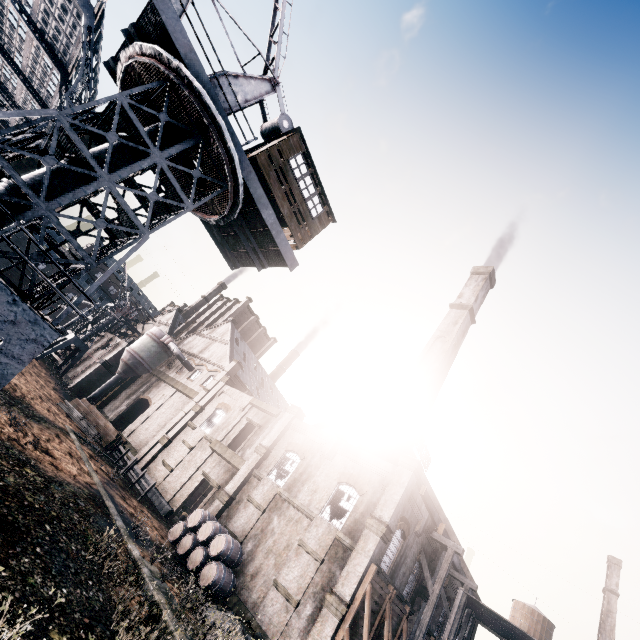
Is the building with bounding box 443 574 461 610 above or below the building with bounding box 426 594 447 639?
above

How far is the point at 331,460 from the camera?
25.1m

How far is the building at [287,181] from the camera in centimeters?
1434cm

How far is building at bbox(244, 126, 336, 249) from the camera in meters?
14.3 m

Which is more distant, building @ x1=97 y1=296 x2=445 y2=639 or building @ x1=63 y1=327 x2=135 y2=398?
building @ x1=63 y1=327 x2=135 y2=398

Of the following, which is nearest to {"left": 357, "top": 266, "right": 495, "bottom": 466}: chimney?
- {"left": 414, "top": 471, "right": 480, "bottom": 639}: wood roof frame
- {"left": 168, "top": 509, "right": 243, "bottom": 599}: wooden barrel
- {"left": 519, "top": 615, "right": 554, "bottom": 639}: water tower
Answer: {"left": 414, "top": 471, "right": 480, "bottom": 639}: wood roof frame

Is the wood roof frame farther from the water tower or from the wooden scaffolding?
the water tower

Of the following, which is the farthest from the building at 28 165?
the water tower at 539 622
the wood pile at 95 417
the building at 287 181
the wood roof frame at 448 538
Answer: the water tower at 539 622
